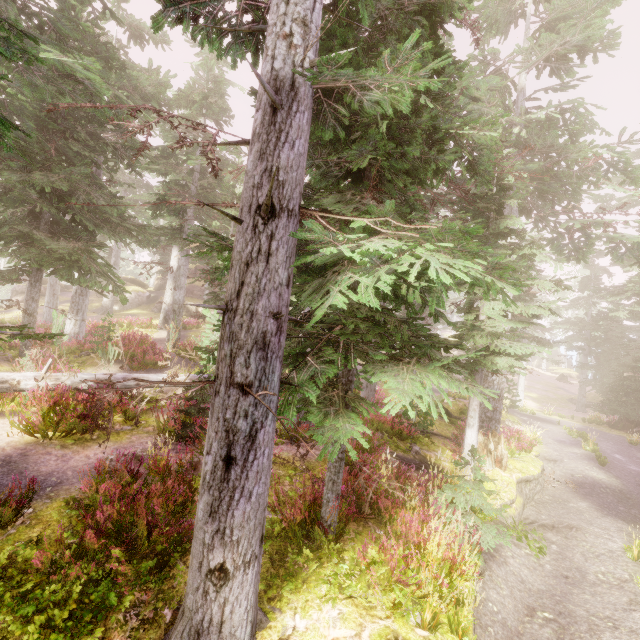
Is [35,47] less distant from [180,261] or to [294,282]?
[294,282]

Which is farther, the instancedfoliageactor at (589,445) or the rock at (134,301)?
the rock at (134,301)

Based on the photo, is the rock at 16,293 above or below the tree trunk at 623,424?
above

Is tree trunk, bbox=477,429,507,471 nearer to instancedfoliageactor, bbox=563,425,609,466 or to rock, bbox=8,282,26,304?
instancedfoliageactor, bbox=563,425,609,466

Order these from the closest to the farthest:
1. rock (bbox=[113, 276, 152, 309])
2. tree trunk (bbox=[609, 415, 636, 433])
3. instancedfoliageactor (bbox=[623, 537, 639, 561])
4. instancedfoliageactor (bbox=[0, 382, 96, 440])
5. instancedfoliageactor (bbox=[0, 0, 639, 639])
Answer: instancedfoliageactor (bbox=[0, 0, 639, 639]) → instancedfoliageactor (bbox=[0, 382, 96, 440]) → instancedfoliageactor (bbox=[623, 537, 639, 561]) → tree trunk (bbox=[609, 415, 636, 433]) → rock (bbox=[113, 276, 152, 309])

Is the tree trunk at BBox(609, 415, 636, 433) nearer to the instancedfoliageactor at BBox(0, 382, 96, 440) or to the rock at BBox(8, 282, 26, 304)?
the instancedfoliageactor at BBox(0, 382, 96, 440)

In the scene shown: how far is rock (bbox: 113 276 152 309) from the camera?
35.94m
